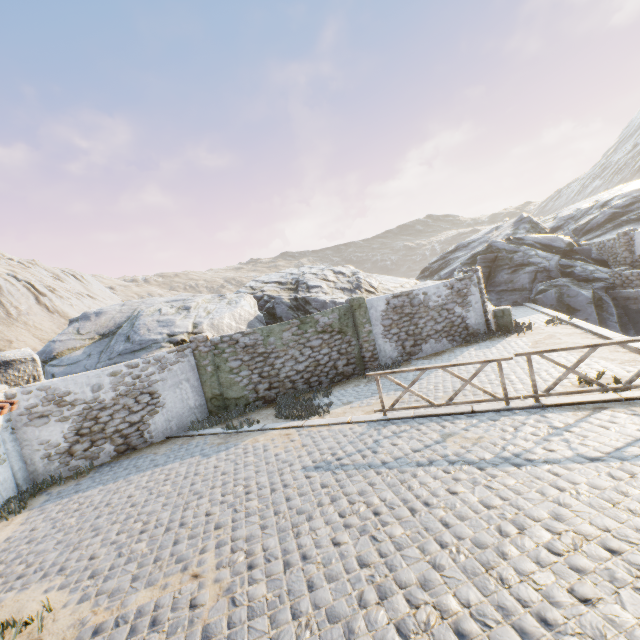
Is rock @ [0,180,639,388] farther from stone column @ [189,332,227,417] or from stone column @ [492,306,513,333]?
stone column @ [492,306,513,333]

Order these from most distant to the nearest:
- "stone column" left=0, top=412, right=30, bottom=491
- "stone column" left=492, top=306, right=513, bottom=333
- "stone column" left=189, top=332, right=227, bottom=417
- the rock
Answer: "stone column" left=492, top=306, right=513, bottom=333 → the rock → "stone column" left=189, top=332, right=227, bottom=417 → "stone column" left=0, top=412, right=30, bottom=491

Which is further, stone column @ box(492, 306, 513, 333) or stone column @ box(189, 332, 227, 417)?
stone column @ box(492, 306, 513, 333)

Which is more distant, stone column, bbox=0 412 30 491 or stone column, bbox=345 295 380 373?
stone column, bbox=345 295 380 373

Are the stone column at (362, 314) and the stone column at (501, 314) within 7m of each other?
yes

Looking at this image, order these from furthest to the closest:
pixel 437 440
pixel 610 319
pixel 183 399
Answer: pixel 610 319 → pixel 183 399 → pixel 437 440

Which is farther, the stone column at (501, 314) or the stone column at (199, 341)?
the stone column at (501, 314)

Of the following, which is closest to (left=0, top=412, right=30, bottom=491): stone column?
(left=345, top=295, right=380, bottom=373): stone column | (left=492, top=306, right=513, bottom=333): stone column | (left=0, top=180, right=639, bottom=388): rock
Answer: (left=0, top=180, right=639, bottom=388): rock
